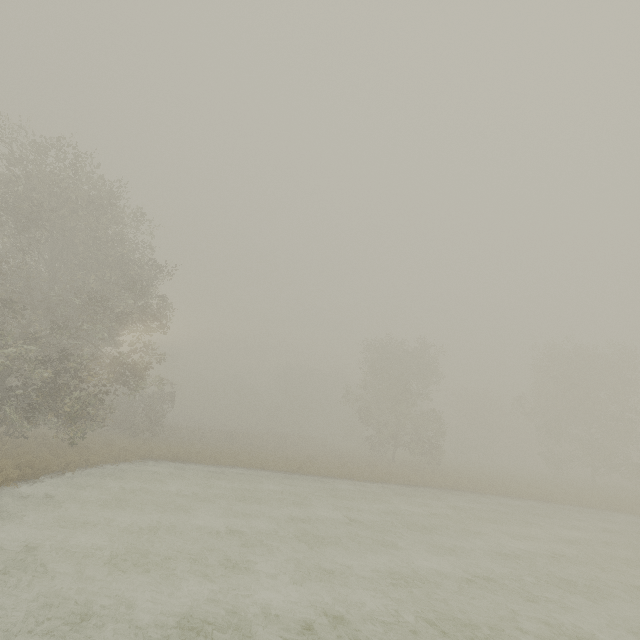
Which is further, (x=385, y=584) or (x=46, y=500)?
(x=46, y=500)
